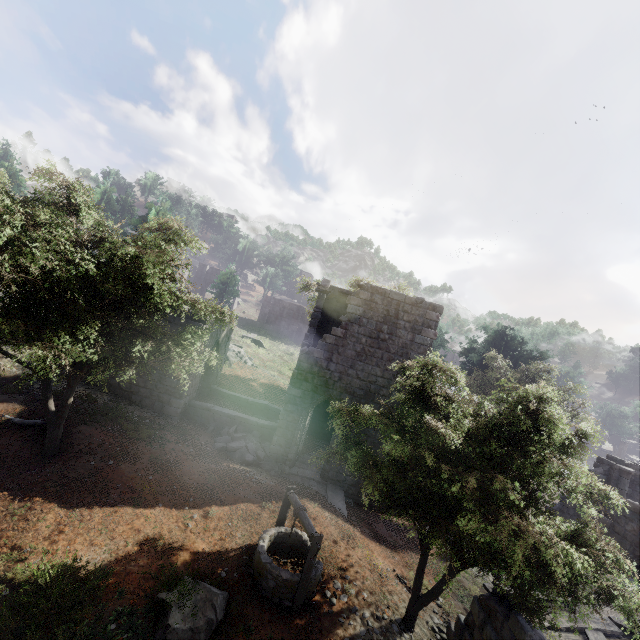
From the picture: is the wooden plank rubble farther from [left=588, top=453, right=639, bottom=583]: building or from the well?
the well

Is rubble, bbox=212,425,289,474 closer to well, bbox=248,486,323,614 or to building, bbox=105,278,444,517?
building, bbox=105,278,444,517

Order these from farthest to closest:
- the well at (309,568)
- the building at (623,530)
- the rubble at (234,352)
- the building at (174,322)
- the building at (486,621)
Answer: the rubble at (234,352), the building at (174,322), the building at (623,530), the well at (309,568), the building at (486,621)

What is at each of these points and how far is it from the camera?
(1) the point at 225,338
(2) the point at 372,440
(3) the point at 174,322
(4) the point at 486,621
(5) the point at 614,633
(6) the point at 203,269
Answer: (1) building, 19.8m
(2) building, 15.4m
(3) building, 15.3m
(4) building, 7.8m
(5) wooden plank rubble, 8.9m
(6) building, 48.1m

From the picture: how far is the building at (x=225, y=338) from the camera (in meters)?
16.89

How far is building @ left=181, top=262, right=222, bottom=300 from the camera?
48.0 meters

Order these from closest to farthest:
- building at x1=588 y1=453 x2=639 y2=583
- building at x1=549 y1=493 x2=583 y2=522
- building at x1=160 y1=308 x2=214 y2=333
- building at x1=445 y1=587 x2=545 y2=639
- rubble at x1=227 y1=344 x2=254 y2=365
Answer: building at x1=445 y1=587 x2=545 y2=639 → building at x1=588 y1=453 x2=639 y2=583 → building at x1=160 y1=308 x2=214 y2=333 → building at x1=549 y1=493 x2=583 y2=522 → rubble at x1=227 y1=344 x2=254 y2=365
